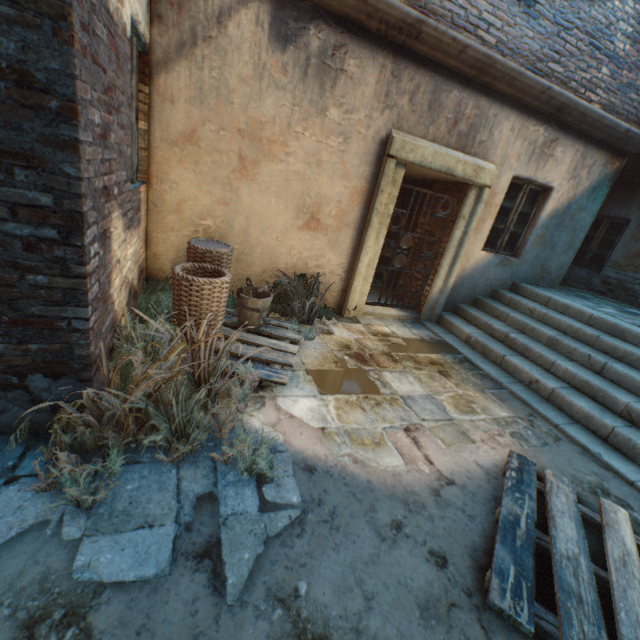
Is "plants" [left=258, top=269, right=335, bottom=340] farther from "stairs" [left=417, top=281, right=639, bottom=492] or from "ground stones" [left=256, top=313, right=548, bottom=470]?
"stairs" [left=417, top=281, right=639, bottom=492]

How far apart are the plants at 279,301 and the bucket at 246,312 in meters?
0.1 m

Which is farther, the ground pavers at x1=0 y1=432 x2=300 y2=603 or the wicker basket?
the wicker basket

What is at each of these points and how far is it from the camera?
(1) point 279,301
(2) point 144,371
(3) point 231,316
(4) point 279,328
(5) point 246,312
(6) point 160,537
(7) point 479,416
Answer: Result:
(1) plants, 4.8m
(2) plants, 2.3m
(3) pallet, 4.2m
(4) pallet, 4.2m
(5) bucket, 3.9m
(6) ground pavers, 1.8m
(7) ground stones, 3.6m

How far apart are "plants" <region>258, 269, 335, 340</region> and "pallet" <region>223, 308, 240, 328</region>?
0.04m

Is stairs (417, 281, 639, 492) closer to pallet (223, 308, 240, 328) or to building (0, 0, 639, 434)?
building (0, 0, 639, 434)

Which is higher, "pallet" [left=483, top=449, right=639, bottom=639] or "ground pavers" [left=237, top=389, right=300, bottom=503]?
"pallet" [left=483, top=449, right=639, bottom=639]

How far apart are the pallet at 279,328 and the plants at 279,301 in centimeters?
4cm
